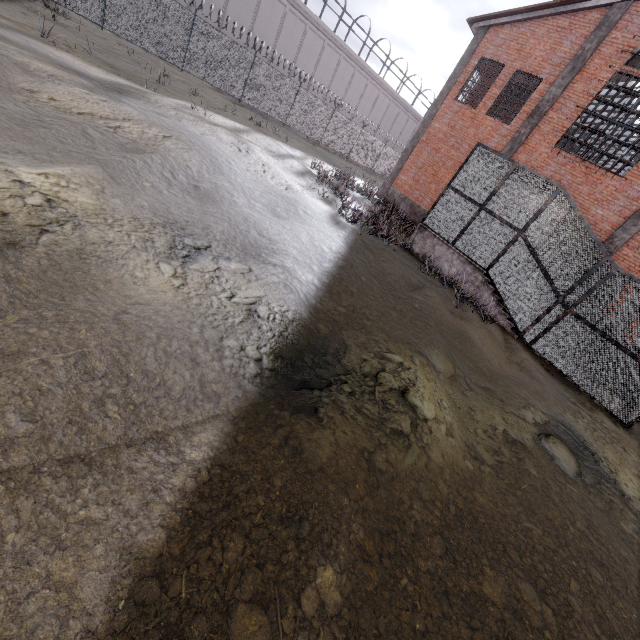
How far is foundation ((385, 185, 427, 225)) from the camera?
18.19m

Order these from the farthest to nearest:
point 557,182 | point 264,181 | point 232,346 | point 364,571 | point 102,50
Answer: point 102,50
point 264,181
point 557,182
point 232,346
point 364,571

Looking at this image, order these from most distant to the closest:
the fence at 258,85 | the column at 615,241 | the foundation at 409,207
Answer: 1. the foundation at 409,207
2. the fence at 258,85
3. the column at 615,241

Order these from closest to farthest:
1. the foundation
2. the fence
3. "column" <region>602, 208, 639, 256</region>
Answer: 1. "column" <region>602, 208, 639, 256</region>
2. the fence
3. the foundation

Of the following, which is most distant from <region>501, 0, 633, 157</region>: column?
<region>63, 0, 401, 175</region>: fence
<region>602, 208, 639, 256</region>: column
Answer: <region>63, 0, 401, 175</region>: fence

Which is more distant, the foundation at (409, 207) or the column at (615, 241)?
the foundation at (409, 207)

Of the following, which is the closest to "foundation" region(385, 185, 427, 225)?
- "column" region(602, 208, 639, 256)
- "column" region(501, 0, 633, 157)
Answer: "column" region(501, 0, 633, 157)

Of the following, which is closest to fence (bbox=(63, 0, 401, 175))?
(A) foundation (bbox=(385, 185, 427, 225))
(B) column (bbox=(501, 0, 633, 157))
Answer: (A) foundation (bbox=(385, 185, 427, 225))
